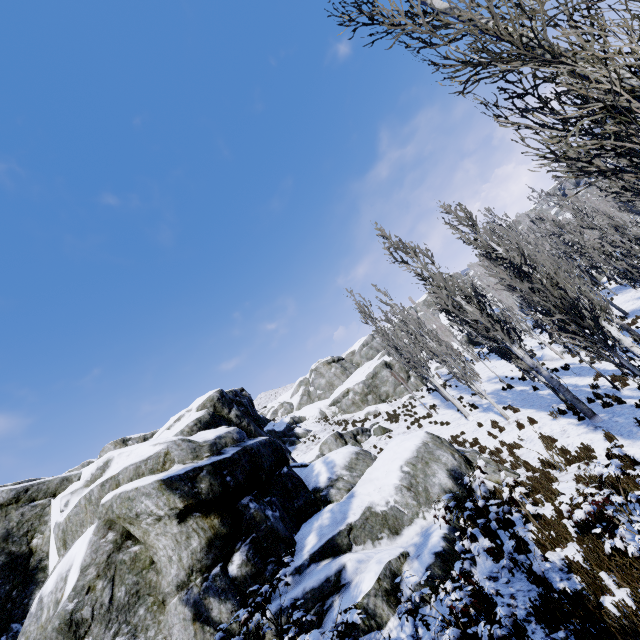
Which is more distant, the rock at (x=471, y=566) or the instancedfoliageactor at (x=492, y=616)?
the rock at (x=471, y=566)

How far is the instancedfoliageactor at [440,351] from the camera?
17.12m

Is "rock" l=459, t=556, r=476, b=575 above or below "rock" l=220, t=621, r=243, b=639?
below

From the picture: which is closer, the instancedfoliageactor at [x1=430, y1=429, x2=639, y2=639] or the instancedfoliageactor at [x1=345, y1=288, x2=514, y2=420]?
the instancedfoliageactor at [x1=430, y1=429, x2=639, y2=639]

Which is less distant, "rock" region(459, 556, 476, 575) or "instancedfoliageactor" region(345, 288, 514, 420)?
"rock" region(459, 556, 476, 575)

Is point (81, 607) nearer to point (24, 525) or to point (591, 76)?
point (24, 525)
